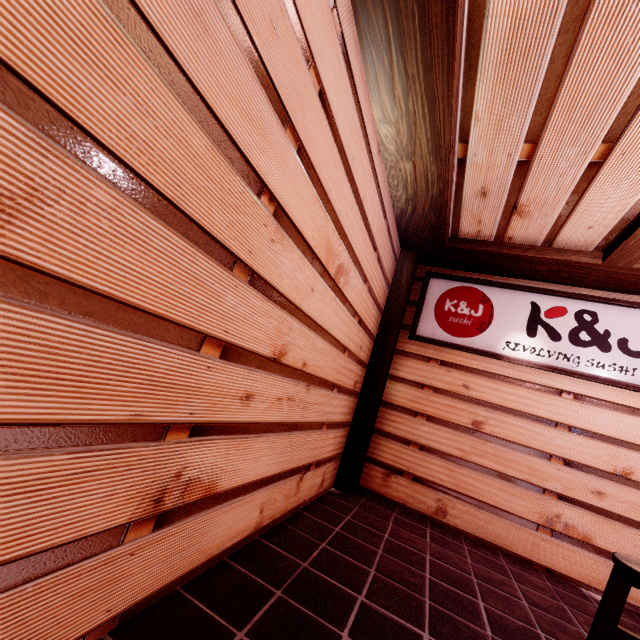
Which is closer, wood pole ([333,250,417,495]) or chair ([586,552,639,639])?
chair ([586,552,639,639])

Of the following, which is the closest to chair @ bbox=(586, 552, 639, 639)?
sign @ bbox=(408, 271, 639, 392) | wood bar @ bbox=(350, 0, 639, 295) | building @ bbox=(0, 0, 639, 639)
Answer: building @ bbox=(0, 0, 639, 639)

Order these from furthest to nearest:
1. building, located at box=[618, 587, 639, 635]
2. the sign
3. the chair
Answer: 1. the sign
2. building, located at box=[618, 587, 639, 635]
3. the chair

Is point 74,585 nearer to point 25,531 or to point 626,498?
point 25,531

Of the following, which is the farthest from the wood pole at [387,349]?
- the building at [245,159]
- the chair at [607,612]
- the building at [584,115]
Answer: the chair at [607,612]

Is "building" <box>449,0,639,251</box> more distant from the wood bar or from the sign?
the sign

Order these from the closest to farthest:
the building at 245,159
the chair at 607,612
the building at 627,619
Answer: the building at 245,159, the chair at 607,612, the building at 627,619

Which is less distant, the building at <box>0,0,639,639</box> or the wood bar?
the building at <box>0,0,639,639</box>
